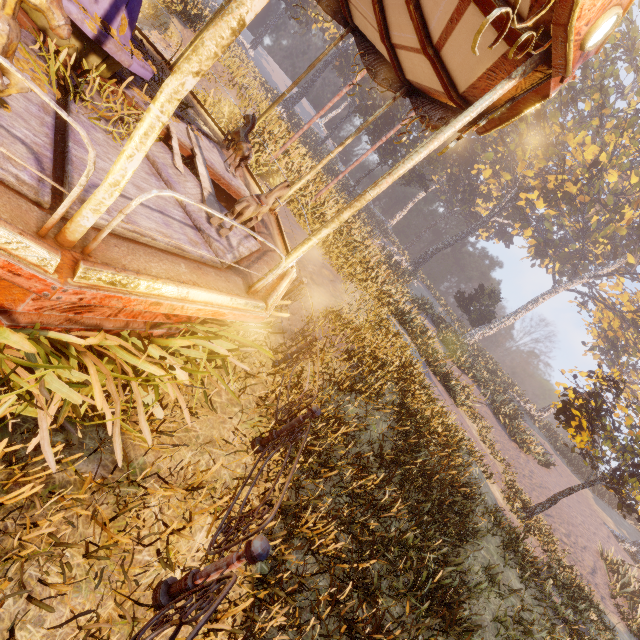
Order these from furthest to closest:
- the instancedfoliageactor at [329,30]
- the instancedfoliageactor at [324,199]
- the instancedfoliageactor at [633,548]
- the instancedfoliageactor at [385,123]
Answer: the instancedfoliageactor at [329,30]
the instancedfoliageactor at [385,123]
the instancedfoliageactor at [324,199]
the instancedfoliageactor at [633,548]

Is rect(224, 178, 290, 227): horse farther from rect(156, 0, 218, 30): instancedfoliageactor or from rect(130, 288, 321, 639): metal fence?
rect(130, 288, 321, 639): metal fence

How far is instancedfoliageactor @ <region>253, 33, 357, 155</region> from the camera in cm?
1427

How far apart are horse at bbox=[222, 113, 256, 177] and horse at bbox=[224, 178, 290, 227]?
2.02m

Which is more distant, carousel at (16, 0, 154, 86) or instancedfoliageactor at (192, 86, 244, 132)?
instancedfoliageactor at (192, 86, 244, 132)

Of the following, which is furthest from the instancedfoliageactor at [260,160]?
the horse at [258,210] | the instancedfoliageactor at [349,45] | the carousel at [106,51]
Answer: the instancedfoliageactor at [349,45]

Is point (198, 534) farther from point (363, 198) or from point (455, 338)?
point (455, 338)

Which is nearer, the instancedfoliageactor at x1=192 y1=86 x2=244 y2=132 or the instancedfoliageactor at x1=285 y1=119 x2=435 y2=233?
the instancedfoliageactor at x1=192 y1=86 x2=244 y2=132
